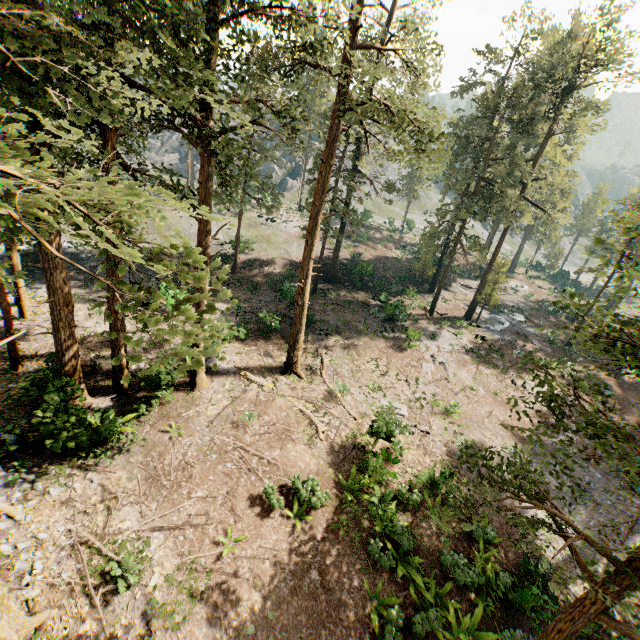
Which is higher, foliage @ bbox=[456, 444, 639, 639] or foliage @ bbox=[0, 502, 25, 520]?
foliage @ bbox=[456, 444, 639, 639]

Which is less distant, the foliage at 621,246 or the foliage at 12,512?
the foliage at 621,246

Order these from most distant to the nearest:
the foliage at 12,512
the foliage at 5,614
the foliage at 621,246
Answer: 1. the foliage at 12,512
2. the foliage at 5,614
3. the foliage at 621,246

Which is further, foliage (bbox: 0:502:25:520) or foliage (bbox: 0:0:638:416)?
foliage (bbox: 0:502:25:520)

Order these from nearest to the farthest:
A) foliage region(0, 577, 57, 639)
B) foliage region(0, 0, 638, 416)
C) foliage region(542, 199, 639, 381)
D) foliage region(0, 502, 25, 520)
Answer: foliage region(0, 0, 638, 416) → foliage region(542, 199, 639, 381) → foliage region(0, 577, 57, 639) → foliage region(0, 502, 25, 520)

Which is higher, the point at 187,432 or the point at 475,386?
the point at 187,432
